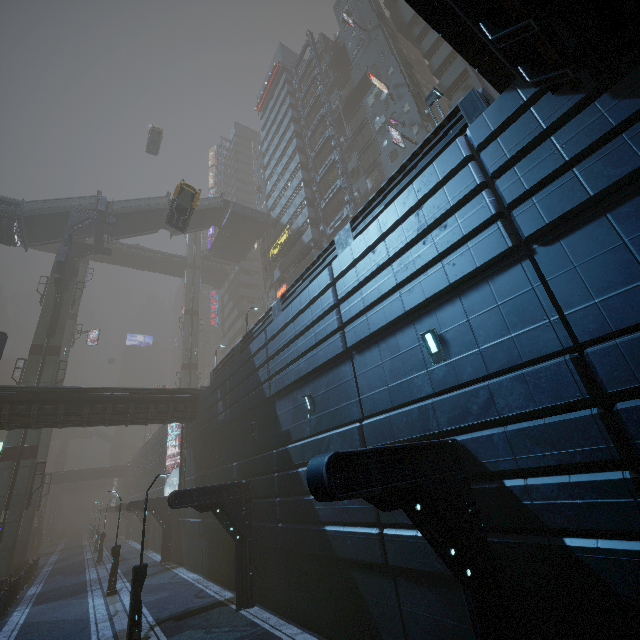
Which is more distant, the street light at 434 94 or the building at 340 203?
the building at 340 203

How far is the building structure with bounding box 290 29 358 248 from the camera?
32.0 meters

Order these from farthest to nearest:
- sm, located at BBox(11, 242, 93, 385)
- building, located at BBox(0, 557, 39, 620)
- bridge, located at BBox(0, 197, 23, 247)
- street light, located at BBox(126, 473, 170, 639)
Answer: sm, located at BBox(11, 242, 93, 385) → bridge, located at BBox(0, 197, 23, 247) → building, located at BBox(0, 557, 39, 620) → street light, located at BBox(126, 473, 170, 639)

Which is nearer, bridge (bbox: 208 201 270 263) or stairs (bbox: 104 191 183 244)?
stairs (bbox: 104 191 183 244)

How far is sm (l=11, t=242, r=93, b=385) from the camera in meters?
29.0

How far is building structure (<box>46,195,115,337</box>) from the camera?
29.56m

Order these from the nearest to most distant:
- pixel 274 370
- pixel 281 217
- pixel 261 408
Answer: pixel 274 370, pixel 261 408, pixel 281 217

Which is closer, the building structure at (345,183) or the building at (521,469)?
the building at (521,469)
